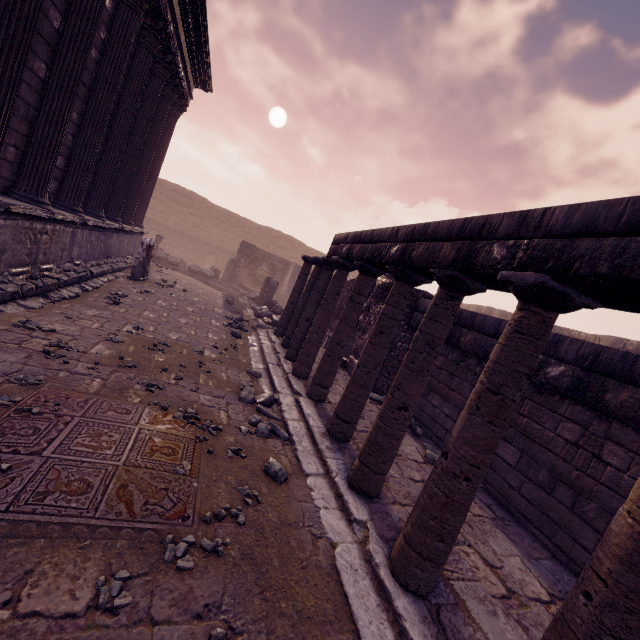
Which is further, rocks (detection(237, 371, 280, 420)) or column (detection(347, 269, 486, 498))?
rocks (detection(237, 371, 280, 420))

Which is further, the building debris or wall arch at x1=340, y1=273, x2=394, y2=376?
the building debris

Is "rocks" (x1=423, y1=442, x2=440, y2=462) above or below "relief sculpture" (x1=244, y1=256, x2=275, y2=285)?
below

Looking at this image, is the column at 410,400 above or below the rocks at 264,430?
above

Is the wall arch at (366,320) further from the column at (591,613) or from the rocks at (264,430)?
the column at (591,613)

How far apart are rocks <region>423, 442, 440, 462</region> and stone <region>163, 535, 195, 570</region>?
3.7 meters

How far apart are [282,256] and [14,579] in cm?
2717

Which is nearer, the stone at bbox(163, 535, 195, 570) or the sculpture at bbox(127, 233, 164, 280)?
the stone at bbox(163, 535, 195, 570)
